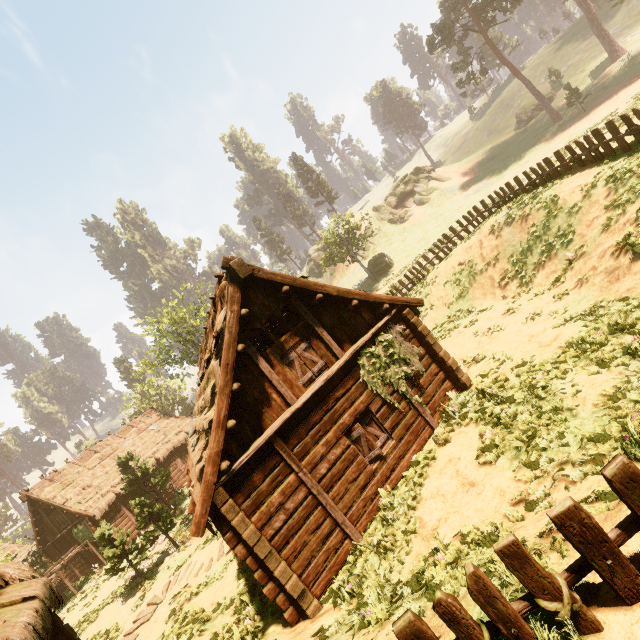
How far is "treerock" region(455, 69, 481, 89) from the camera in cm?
4224

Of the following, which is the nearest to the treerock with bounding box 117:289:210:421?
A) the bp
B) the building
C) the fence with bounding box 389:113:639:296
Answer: the building

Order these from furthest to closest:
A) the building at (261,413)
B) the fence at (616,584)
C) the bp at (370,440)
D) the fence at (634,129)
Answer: the fence at (634,129) → the bp at (370,440) → the building at (261,413) → the fence at (616,584)

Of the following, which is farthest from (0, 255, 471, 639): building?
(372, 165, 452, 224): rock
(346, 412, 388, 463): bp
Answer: Answer: (372, 165, 452, 224): rock

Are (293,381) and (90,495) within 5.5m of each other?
no

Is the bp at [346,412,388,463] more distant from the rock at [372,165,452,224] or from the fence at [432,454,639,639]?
the rock at [372,165,452,224]

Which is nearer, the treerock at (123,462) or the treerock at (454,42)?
the treerock at (123,462)

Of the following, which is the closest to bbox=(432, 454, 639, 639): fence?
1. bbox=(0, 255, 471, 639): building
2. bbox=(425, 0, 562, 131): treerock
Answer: bbox=(0, 255, 471, 639): building
